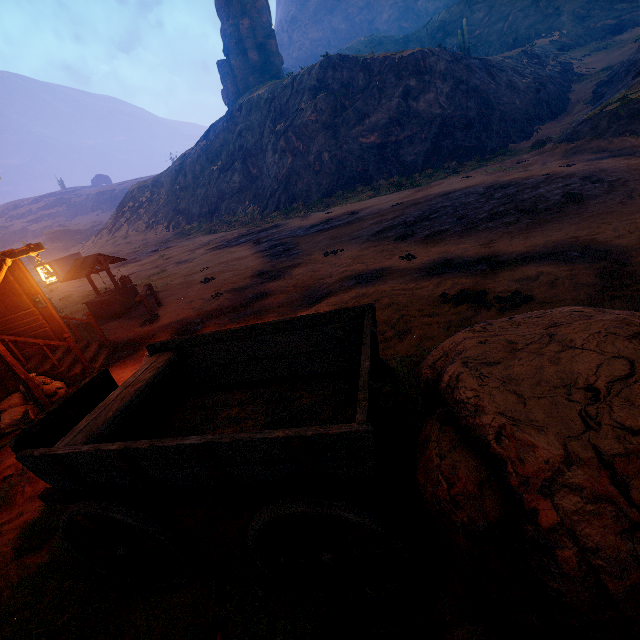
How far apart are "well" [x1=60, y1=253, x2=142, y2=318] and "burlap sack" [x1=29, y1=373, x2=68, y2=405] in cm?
529

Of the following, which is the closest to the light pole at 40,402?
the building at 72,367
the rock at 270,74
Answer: the building at 72,367

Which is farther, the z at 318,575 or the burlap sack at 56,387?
the burlap sack at 56,387

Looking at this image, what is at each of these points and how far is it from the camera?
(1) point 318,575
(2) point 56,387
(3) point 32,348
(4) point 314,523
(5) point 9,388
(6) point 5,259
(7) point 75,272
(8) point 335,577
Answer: (1) z, 2.4 meters
(2) burlap sack, 6.6 meters
(3) bp, 7.1 meters
(4) z, 3.0 meters
(5) building, 7.3 meters
(6) light pole, 5.3 meters
(7) well, 11.7 meters
(8) z, 2.6 meters

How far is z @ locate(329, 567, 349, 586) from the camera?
2.5 meters

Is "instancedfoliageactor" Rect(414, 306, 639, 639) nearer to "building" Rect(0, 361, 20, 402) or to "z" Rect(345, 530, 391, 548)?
"z" Rect(345, 530, 391, 548)

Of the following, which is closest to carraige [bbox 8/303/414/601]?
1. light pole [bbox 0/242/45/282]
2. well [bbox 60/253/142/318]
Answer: light pole [bbox 0/242/45/282]

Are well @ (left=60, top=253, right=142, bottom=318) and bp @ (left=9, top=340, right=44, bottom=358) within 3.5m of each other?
no
